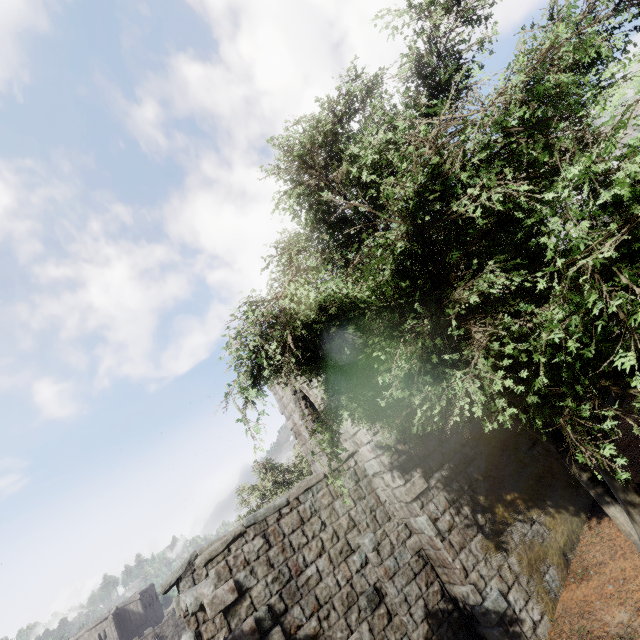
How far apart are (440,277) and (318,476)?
7.3 meters
